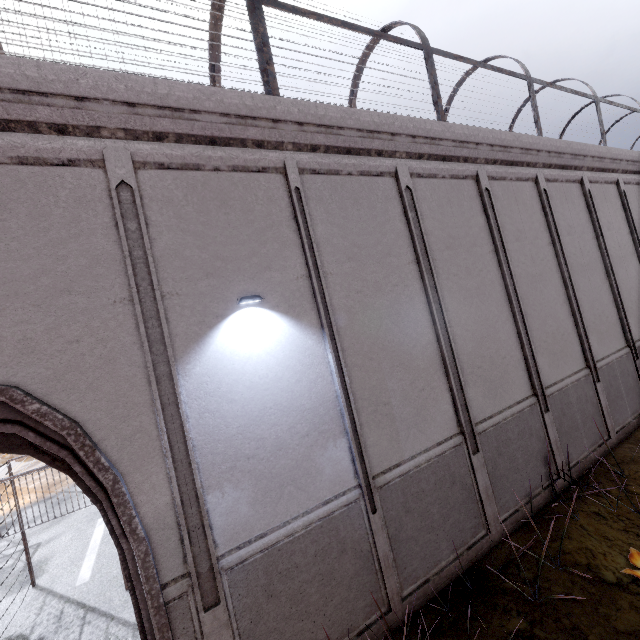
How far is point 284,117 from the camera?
5.0m
